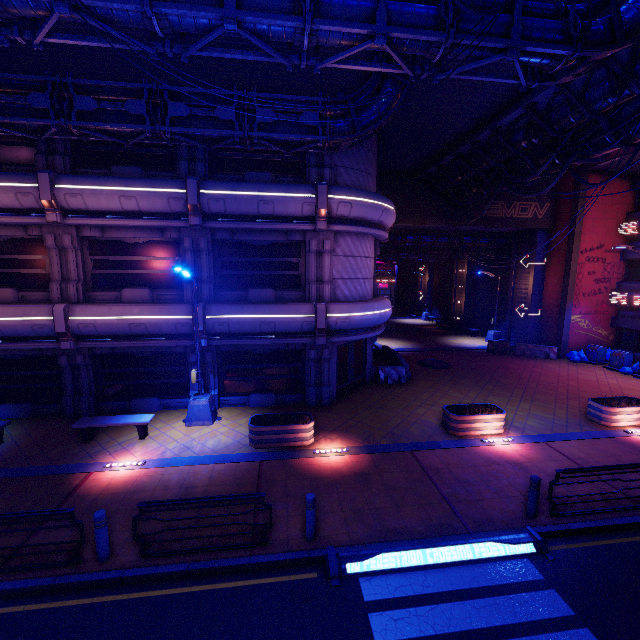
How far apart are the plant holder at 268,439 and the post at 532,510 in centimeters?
629cm

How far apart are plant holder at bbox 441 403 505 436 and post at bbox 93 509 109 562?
10.57m

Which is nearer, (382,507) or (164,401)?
(382,507)

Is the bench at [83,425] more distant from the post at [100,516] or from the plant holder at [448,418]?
the plant holder at [448,418]

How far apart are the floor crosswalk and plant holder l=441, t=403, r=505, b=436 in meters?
4.1

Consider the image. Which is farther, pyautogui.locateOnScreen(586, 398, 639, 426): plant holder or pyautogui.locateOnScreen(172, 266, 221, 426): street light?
pyautogui.locateOnScreen(586, 398, 639, 426): plant holder

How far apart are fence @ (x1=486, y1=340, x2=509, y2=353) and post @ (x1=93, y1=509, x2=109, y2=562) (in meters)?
24.79

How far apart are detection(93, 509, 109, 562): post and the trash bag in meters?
26.4
